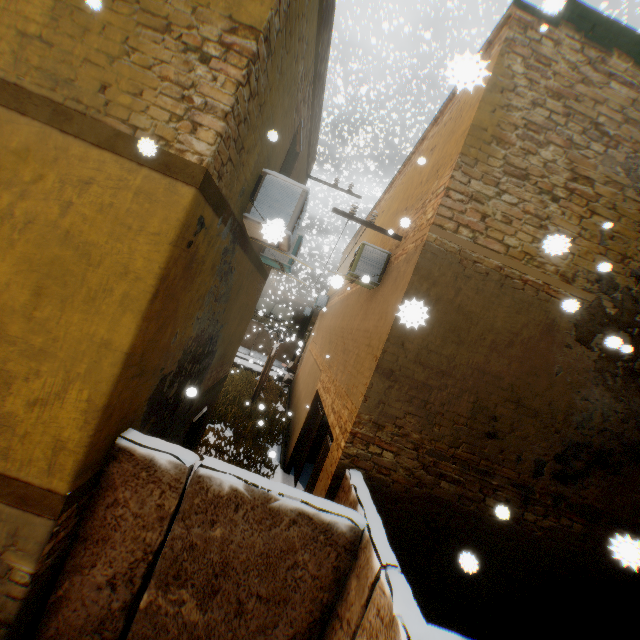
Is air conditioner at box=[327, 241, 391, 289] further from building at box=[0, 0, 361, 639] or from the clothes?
the clothes

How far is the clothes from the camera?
32.75m

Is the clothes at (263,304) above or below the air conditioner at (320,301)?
below

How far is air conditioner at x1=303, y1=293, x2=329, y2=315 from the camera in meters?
20.0

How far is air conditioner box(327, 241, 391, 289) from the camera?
7.2m

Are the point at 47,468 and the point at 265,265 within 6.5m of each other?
yes

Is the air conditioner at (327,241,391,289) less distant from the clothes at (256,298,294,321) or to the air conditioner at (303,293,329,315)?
the air conditioner at (303,293,329,315)

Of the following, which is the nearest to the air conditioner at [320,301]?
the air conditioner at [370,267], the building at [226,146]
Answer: the building at [226,146]
